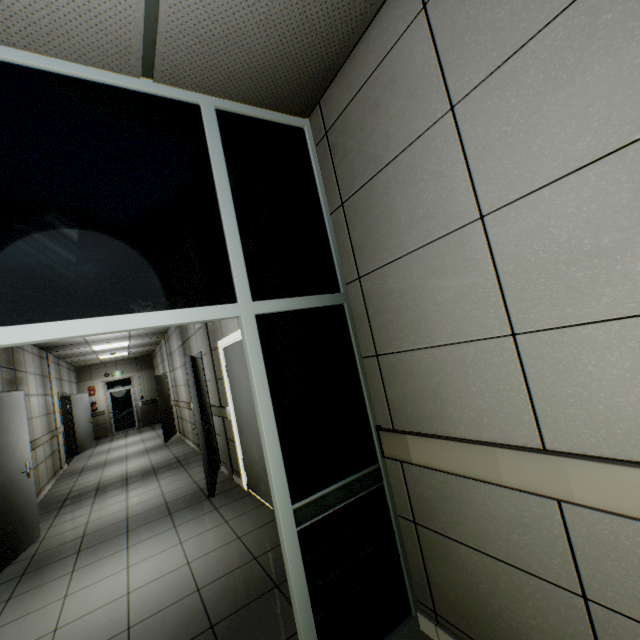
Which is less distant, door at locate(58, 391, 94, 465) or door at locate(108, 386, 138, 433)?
door at locate(58, 391, 94, 465)

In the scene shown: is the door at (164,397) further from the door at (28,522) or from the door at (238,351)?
the door at (238,351)

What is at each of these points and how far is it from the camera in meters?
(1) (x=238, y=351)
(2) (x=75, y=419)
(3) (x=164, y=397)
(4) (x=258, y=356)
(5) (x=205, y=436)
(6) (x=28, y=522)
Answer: (1) door, 4.1
(2) door, 11.0
(3) door, 10.3
(4) doorway, 1.7
(5) door, 4.7
(6) door, 4.2

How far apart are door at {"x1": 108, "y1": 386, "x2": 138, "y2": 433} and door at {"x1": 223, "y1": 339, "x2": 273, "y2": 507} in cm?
1302

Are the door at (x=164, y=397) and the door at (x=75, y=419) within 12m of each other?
yes

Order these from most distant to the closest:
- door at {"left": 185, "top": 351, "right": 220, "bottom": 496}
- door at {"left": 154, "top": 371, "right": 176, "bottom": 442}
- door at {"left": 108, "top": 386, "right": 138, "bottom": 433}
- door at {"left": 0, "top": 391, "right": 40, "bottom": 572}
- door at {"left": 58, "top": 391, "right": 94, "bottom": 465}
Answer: door at {"left": 108, "top": 386, "right": 138, "bottom": 433}, door at {"left": 58, "top": 391, "right": 94, "bottom": 465}, door at {"left": 154, "top": 371, "right": 176, "bottom": 442}, door at {"left": 185, "top": 351, "right": 220, "bottom": 496}, door at {"left": 0, "top": 391, "right": 40, "bottom": 572}

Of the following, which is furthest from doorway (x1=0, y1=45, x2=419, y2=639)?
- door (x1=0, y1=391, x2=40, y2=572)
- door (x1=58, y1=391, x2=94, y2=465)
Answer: door (x1=58, y1=391, x2=94, y2=465)

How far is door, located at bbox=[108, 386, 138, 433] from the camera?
14.6 meters
